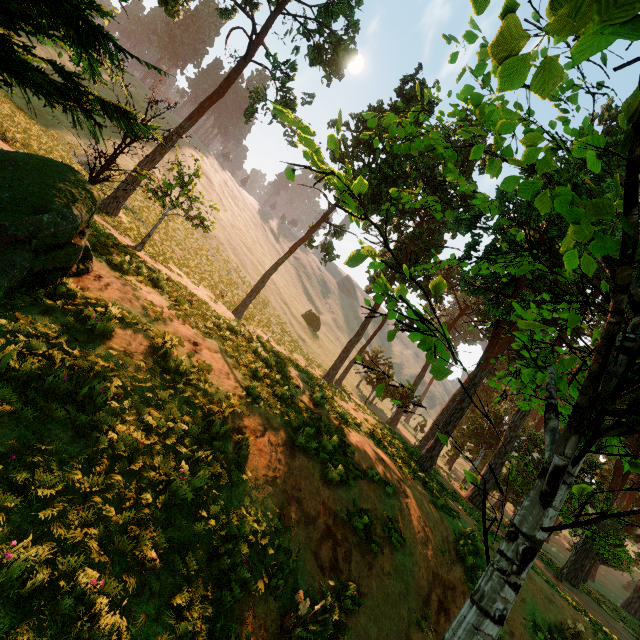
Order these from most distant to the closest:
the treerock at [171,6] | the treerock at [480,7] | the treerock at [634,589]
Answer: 1. the treerock at [634,589]
2. the treerock at [171,6]
3. the treerock at [480,7]

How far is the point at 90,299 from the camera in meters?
7.5

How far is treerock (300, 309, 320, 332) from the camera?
54.1 meters

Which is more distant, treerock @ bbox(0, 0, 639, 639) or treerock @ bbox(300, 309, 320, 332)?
treerock @ bbox(300, 309, 320, 332)

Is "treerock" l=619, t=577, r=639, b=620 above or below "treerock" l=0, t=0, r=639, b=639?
below

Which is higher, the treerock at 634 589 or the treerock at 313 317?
the treerock at 313 317

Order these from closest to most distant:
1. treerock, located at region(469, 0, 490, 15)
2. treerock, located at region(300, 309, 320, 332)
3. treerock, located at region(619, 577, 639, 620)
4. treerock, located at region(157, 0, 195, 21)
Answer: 1. treerock, located at region(469, 0, 490, 15)
2. treerock, located at region(157, 0, 195, 21)
3. treerock, located at region(619, 577, 639, 620)
4. treerock, located at region(300, 309, 320, 332)
